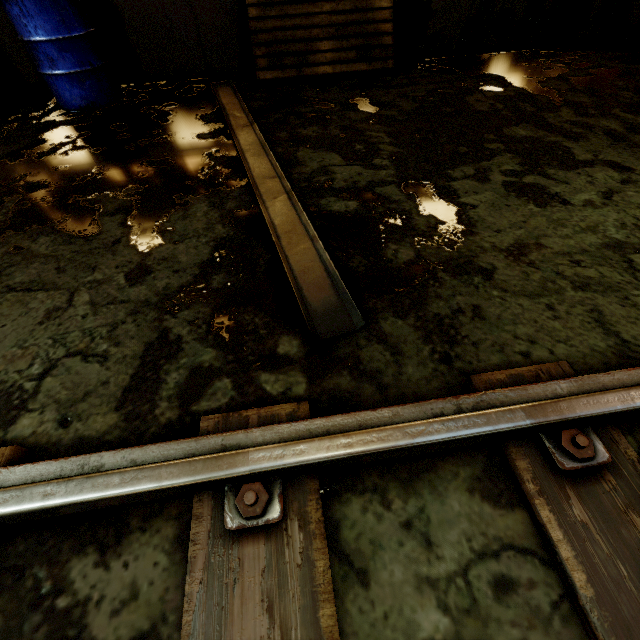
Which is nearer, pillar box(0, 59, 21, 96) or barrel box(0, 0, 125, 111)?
barrel box(0, 0, 125, 111)

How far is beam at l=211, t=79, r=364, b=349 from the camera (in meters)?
1.40

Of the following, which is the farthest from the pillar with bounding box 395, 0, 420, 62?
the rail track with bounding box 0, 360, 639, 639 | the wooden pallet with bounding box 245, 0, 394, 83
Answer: the rail track with bounding box 0, 360, 639, 639

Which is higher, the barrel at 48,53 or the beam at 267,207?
the barrel at 48,53

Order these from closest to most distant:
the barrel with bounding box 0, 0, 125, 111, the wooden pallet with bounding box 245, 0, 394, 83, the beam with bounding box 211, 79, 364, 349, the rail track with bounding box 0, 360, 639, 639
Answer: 1. the rail track with bounding box 0, 360, 639, 639
2. the beam with bounding box 211, 79, 364, 349
3. the barrel with bounding box 0, 0, 125, 111
4. the wooden pallet with bounding box 245, 0, 394, 83

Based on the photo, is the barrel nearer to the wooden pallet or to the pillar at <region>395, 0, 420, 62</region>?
the wooden pallet

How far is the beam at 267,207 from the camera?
1.4 meters

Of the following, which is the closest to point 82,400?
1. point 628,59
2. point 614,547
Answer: point 614,547
